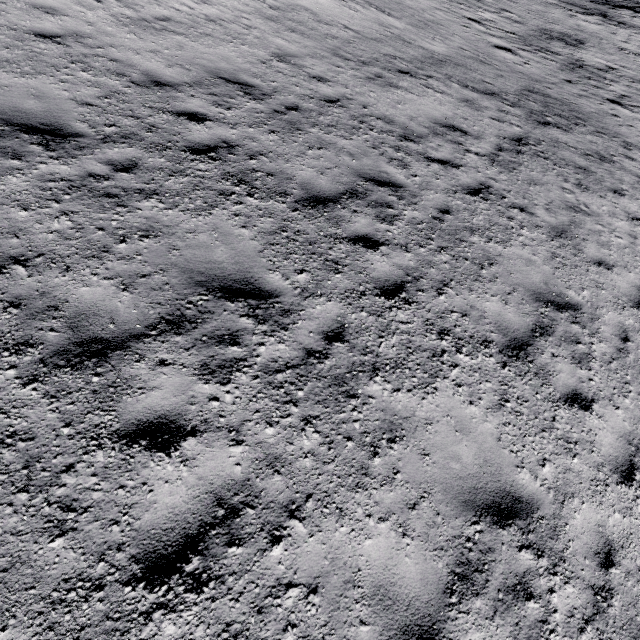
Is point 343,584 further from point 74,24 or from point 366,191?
point 74,24
